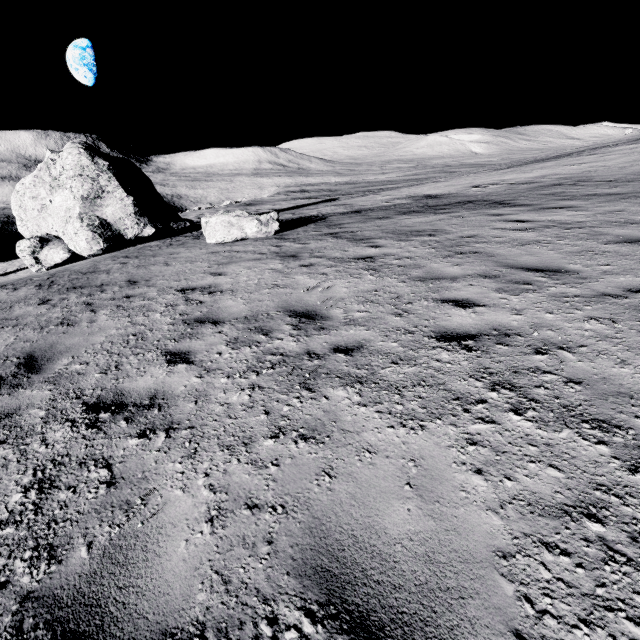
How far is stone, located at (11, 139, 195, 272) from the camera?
15.7 meters

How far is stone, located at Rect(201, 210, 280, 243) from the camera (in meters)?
12.41

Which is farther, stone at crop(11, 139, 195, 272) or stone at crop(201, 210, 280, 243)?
stone at crop(11, 139, 195, 272)

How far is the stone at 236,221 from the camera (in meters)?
12.41

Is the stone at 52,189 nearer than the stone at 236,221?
No

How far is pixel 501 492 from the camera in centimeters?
212cm
